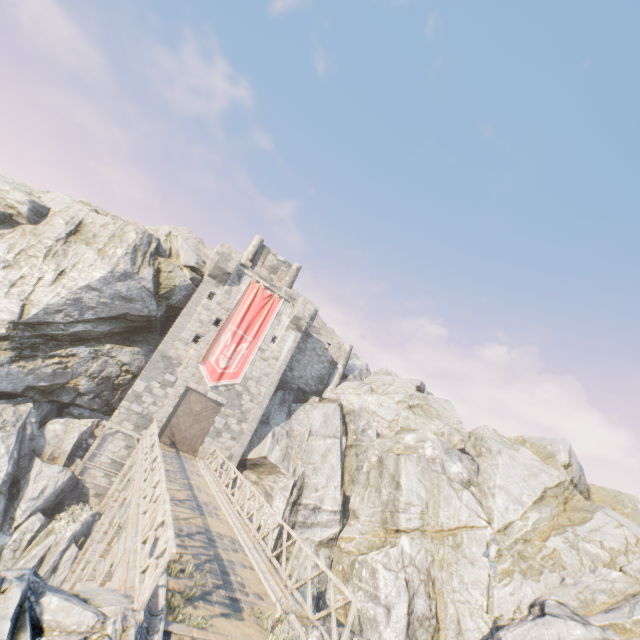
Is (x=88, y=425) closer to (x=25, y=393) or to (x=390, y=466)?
(x=25, y=393)

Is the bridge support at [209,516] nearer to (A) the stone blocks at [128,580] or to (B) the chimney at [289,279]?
(A) the stone blocks at [128,580]

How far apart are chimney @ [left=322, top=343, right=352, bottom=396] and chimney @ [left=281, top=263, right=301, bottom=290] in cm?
734

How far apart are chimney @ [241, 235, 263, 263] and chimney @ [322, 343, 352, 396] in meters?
11.9

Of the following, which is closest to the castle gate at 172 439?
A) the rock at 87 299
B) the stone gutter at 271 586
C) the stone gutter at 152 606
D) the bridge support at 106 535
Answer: the stone gutter at 152 606

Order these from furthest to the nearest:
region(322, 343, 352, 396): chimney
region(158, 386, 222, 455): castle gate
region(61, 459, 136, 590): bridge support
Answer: region(322, 343, 352, 396): chimney, region(158, 386, 222, 455): castle gate, region(61, 459, 136, 590): bridge support

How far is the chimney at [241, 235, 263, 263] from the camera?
31.3 meters

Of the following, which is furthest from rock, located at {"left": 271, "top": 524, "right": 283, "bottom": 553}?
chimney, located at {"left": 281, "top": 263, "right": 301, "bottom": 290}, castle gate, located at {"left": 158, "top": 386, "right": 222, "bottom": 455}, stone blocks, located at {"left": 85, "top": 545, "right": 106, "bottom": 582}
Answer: chimney, located at {"left": 281, "top": 263, "right": 301, "bottom": 290}
